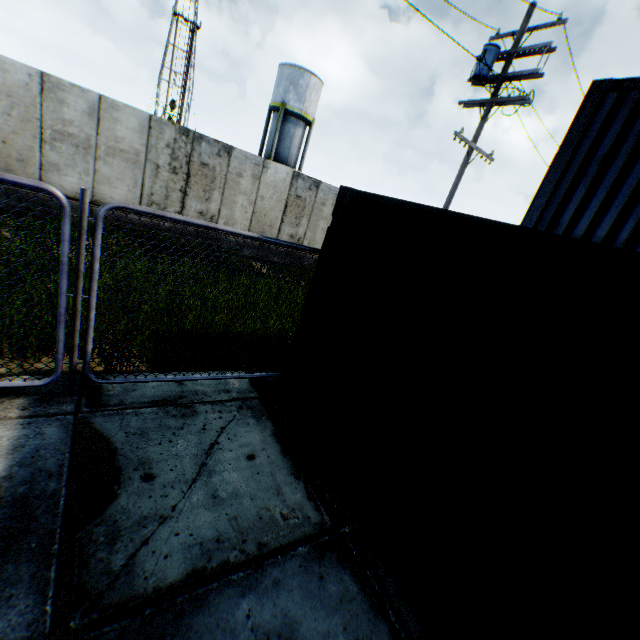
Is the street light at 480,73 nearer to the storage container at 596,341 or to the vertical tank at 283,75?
the storage container at 596,341

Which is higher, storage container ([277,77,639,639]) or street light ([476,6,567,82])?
street light ([476,6,567,82])

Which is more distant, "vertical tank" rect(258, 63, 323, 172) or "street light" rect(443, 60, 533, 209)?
"vertical tank" rect(258, 63, 323, 172)

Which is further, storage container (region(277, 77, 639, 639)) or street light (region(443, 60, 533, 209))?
street light (region(443, 60, 533, 209))

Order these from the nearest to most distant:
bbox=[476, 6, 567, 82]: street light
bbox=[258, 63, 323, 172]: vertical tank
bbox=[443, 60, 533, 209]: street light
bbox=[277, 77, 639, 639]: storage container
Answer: bbox=[277, 77, 639, 639]: storage container → bbox=[476, 6, 567, 82]: street light → bbox=[443, 60, 533, 209]: street light → bbox=[258, 63, 323, 172]: vertical tank

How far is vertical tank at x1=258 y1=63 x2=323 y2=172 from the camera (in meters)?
26.97

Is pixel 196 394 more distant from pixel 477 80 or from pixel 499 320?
pixel 477 80

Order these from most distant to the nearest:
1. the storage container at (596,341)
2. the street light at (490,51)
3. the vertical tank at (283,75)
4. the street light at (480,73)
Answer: the vertical tank at (283,75) → the street light at (480,73) → the street light at (490,51) → the storage container at (596,341)
